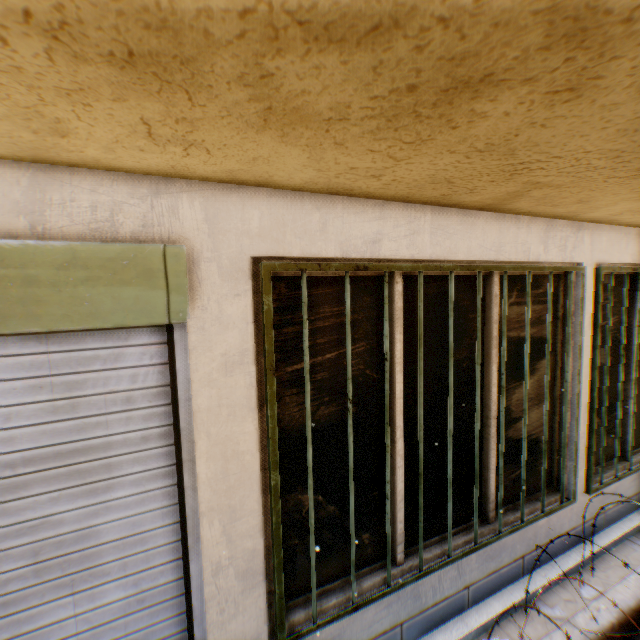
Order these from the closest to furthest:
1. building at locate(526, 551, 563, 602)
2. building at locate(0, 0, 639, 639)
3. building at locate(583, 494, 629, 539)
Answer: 1. building at locate(0, 0, 639, 639)
2. building at locate(526, 551, 563, 602)
3. building at locate(583, 494, 629, 539)

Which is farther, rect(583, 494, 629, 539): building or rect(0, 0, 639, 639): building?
rect(583, 494, 629, 539): building

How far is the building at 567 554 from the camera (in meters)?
3.13

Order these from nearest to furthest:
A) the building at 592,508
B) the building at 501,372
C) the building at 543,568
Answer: the building at 501,372
the building at 543,568
the building at 592,508

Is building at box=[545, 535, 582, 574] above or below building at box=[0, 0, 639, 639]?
below

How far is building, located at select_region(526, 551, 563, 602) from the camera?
2.89m

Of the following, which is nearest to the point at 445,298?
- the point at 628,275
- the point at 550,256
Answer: the point at 550,256
